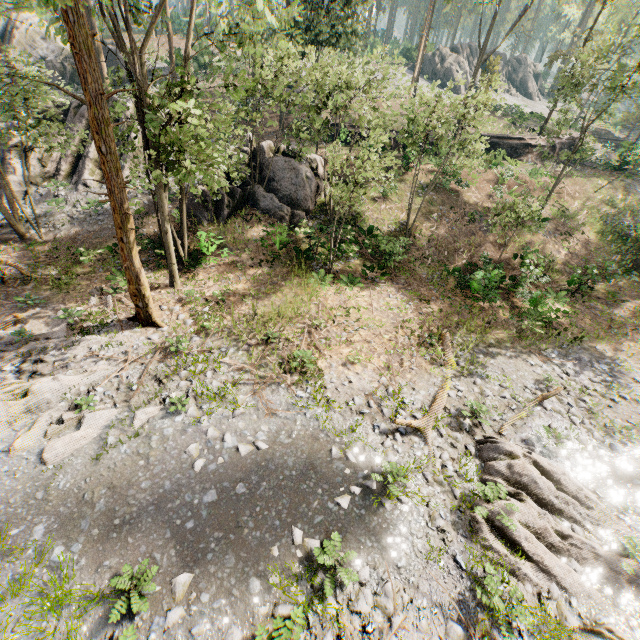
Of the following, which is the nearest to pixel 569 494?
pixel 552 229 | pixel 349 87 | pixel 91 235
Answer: pixel 349 87

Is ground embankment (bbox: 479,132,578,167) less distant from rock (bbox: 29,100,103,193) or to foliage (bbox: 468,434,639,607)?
foliage (bbox: 468,434,639,607)

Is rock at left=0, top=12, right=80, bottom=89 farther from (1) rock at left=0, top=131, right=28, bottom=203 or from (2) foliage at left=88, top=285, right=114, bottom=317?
(1) rock at left=0, top=131, right=28, bottom=203

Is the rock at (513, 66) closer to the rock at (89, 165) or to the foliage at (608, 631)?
the foliage at (608, 631)

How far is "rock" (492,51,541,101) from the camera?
54.5 meters

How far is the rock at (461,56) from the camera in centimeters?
4828cm

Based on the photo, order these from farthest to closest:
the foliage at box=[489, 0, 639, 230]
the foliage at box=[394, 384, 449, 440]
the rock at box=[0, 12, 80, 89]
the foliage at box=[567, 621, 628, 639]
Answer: the rock at box=[0, 12, 80, 89]
the foliage at box=[489, 0, 639, 230]
the foliage at box=[394, 384, 449, 440]
the foliage at box=[567, 621, 628, 639]
